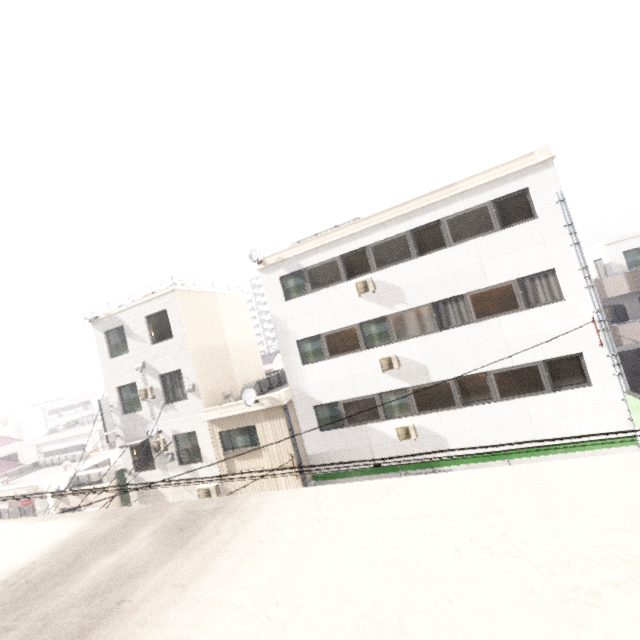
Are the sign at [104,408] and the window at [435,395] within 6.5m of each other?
no

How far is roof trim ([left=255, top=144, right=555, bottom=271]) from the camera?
11.2 meters

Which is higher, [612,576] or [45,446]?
[612,576]

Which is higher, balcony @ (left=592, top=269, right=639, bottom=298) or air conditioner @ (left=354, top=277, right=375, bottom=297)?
air conditioner @ (left=354, top=277, right=375, bottom=297)

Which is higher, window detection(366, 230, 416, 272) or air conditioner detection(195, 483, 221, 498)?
window detection(366, 230, 416, 272)

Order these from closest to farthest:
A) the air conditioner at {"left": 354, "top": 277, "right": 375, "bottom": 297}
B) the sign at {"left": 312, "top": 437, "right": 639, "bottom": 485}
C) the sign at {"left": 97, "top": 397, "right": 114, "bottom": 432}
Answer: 1. the sign at {"left": 312, "top": 437, "right": 639, "bottom": 485}
2. the air conditioner at {"left": 354, "top": 277, "right": 375, "bottom": 297}
3. the sign at {"left": 97, "top": 397, "right": 114, "bottom": 432}

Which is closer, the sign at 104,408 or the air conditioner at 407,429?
the air conditioner at 407,429

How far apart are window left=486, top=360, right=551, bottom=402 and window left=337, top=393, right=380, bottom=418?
4.1 meters
